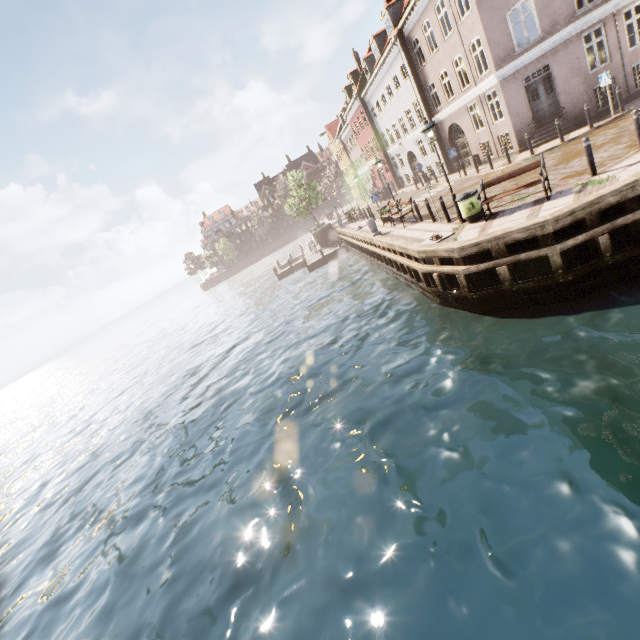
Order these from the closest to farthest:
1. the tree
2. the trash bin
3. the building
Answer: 1. the trash bin
2. the building
3. the tree

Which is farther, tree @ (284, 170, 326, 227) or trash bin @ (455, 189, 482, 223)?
tree @ (284, 170, 326, 227)

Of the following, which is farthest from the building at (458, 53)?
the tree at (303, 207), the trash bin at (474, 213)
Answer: the trash bin at (474, 213)

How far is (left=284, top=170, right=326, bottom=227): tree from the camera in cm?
3619

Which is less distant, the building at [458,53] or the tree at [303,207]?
the building at [458,53]

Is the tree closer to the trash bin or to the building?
the building

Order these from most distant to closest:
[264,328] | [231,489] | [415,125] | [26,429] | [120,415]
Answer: [26,429] → [415,125] → [264,328] → [120,415] → [231,489]
